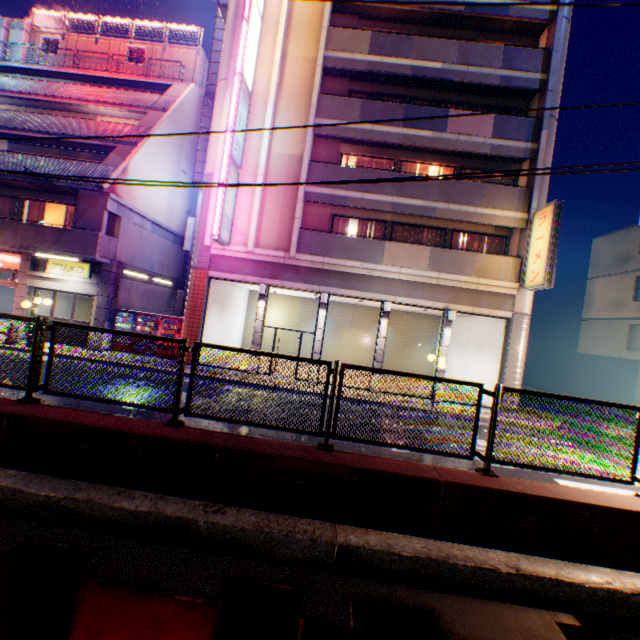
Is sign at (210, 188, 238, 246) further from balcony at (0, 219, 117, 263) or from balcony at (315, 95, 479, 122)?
balcony at (0, 219, 117, 263)

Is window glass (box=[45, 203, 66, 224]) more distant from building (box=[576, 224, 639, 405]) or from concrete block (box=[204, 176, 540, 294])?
building (box=[576, 224, 639, 405])

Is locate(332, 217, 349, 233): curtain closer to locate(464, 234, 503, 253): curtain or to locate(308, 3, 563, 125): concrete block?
locate(308, 3, 563, 125): concrete block

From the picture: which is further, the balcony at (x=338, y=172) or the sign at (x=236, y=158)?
the balcony at (x=338, y=172)

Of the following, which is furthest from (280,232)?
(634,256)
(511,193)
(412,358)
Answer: (634,256)

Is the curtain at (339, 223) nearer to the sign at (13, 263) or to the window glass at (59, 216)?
the window glass at (59, 216)

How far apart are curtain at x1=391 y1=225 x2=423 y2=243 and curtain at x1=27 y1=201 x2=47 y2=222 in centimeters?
1738cm

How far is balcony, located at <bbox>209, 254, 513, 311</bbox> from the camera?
14.54m
